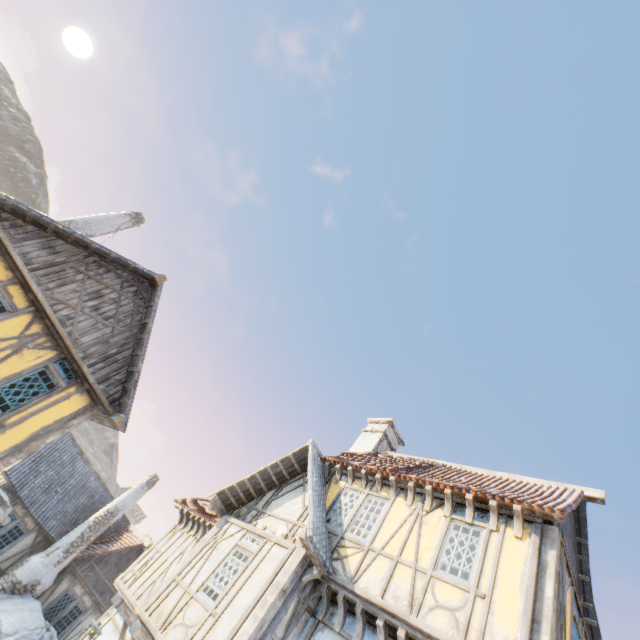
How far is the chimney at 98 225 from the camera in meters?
13.5

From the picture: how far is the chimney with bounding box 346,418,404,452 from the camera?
14.2m

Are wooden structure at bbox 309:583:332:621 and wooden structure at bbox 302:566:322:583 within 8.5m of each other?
yes

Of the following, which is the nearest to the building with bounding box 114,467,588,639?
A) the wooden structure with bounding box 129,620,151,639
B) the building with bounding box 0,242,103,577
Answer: the wooden structure with bounding box 129,620,151,639

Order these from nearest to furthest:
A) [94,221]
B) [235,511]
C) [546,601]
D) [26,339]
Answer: [546,601] < [26,339] < [235,511] < [94,221]

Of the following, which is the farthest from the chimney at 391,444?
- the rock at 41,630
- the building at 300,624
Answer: the rock at 41,630

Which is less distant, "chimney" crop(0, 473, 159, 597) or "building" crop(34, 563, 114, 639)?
"chimney" crop(0, 473, 159, 597)

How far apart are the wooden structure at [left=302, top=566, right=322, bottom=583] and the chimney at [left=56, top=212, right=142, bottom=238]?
14.5 meters
